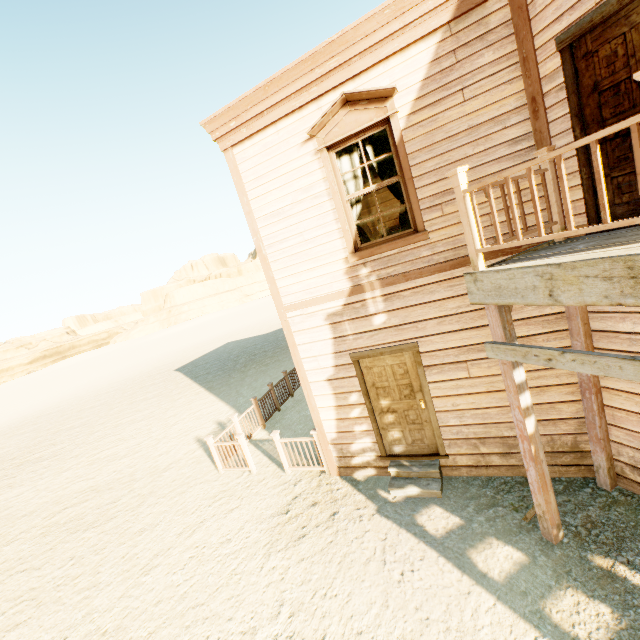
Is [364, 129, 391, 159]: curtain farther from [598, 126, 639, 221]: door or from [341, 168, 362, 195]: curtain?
[598, 126, 639, 221]: door

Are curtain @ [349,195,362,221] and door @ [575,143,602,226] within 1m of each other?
no

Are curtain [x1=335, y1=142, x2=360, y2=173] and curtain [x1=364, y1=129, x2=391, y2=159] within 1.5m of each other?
yes

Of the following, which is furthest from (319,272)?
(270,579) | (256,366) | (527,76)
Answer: (256,366)

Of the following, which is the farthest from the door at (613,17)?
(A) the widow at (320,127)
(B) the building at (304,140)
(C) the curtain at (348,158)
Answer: (C) the curtain at (348,158)

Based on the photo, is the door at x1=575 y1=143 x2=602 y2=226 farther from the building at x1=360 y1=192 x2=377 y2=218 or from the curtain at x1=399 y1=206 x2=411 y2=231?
the curtain at x1=399 y1=206 x2=411 y2=231

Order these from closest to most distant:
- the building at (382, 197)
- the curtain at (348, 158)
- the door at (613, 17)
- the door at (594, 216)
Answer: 1. the door at (613, 17)
2. the door at (594, 216)
3. the curtain at (348, 158)
4. the building at (382, 197)

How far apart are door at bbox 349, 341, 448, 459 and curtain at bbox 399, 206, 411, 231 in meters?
1.7
